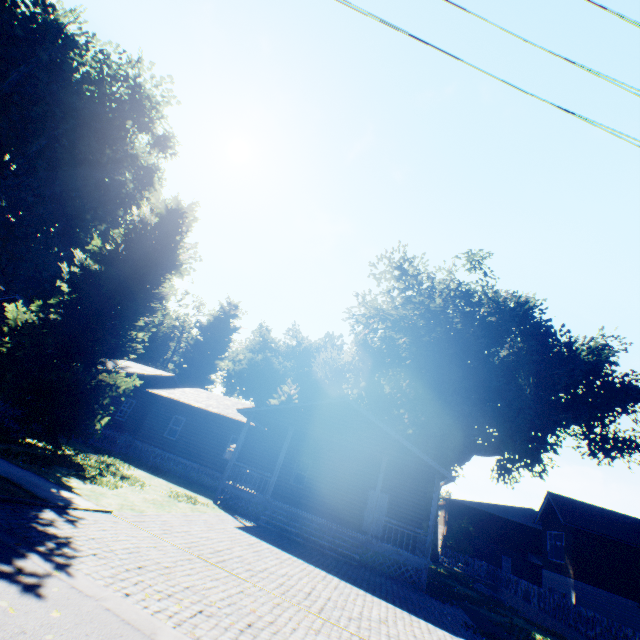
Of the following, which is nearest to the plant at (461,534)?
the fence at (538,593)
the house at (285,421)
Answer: the fence at (538,593)

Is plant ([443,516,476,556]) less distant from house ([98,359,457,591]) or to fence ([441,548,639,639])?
fence ([441,548,639,639])

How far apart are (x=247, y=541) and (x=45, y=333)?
11.4 meters

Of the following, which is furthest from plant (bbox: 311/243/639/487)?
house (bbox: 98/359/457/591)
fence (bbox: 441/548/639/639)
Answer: house (bbox: 98/359/457/591)

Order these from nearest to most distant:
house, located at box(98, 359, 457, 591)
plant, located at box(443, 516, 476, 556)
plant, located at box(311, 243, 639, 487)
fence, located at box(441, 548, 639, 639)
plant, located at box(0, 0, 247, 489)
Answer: plant, located at box(0, 0, 247, 489) → house, located at box(98, 359, 457, 591) → fence, located at box(441, 548, 639, 639) → plant, located at box(311, 243, 639, 487) → plant, located at box(443, 516, 476, 556)

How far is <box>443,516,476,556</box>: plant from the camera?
38.4m

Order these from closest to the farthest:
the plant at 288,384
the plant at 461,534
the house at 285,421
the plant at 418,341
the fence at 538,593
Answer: the house at 285,421, the fence at 538,593, the plant at 418,341, the plant at 461,534, the plant at 288,384

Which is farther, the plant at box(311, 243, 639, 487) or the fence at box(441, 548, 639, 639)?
the plant at box(311, 243, 639, 487)
